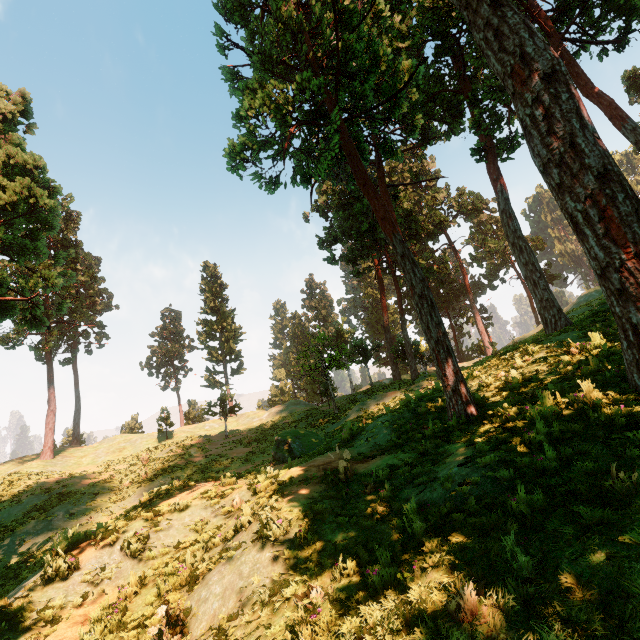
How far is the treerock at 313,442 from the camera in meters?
15.3

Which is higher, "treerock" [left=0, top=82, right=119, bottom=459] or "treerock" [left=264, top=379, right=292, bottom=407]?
"treerock" [left=0, top=82, right=119, bottom=459]

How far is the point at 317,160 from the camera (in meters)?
10.56

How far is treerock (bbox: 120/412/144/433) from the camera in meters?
47.7 m

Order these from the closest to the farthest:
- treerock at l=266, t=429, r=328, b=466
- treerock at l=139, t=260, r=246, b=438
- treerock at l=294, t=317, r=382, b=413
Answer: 1. treerock at l=266, t=429, r=328, b=466
2. treerock at l=294, t=317, r=382, b=413
3. treerock at l=139, t=260, r=246, b=438
